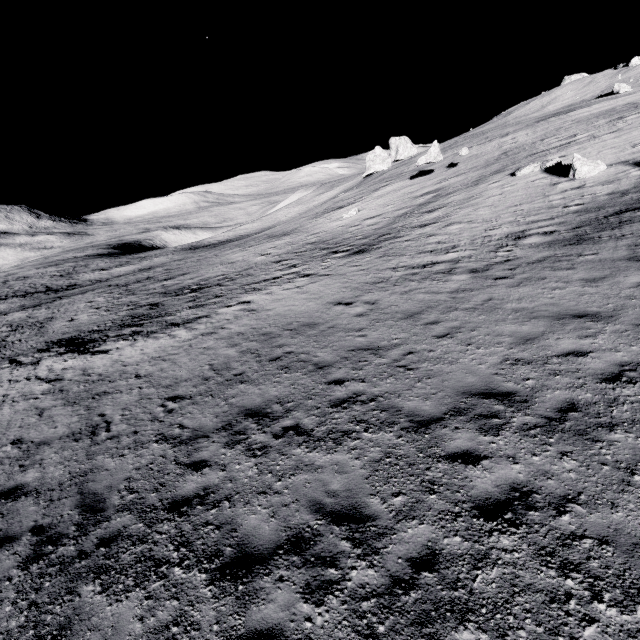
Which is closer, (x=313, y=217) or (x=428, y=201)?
(x=428, y=201)

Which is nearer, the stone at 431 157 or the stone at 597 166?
the stone at 597 166

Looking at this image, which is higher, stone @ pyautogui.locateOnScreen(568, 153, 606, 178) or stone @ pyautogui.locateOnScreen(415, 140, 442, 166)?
stone @ pyautogui.locateOnScreen(415, 140, 442, 166)

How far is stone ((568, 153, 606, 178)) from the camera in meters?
19.3

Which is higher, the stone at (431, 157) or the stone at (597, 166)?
the stone at (431, 157)

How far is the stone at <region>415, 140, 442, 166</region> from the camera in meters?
33.2 m

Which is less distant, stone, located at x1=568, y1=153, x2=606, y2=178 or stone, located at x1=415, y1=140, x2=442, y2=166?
stone, located at x1=568, y1=153, x2=606, y2=178
